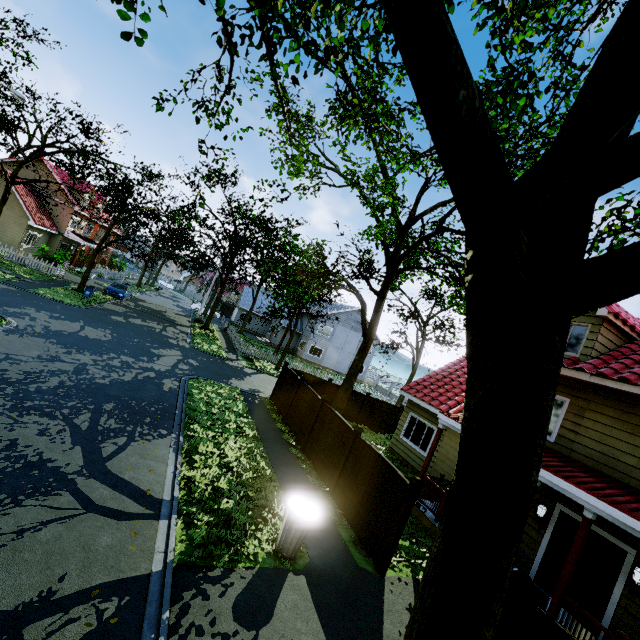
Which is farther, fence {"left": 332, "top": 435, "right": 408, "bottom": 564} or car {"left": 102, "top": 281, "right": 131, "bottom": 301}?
car {"left": 102, "top": 281, "right": 131, "bottom": 301}

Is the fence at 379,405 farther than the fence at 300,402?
Yes

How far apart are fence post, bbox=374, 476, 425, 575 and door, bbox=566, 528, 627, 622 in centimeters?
474cm

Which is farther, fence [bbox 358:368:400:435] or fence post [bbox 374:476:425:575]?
fence [bbox 358:368:400:435]

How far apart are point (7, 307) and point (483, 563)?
20.08m

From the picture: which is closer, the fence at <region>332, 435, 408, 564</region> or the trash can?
the trash can

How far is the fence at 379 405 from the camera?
20.00m

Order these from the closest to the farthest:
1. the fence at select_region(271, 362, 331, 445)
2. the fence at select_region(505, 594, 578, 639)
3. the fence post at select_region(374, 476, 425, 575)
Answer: the fence at select_region(505, 594, 578, 639) < the fence post at select_region(374, 476, 425, 575) < the fence at select_region(271, 362, 331, 445)
